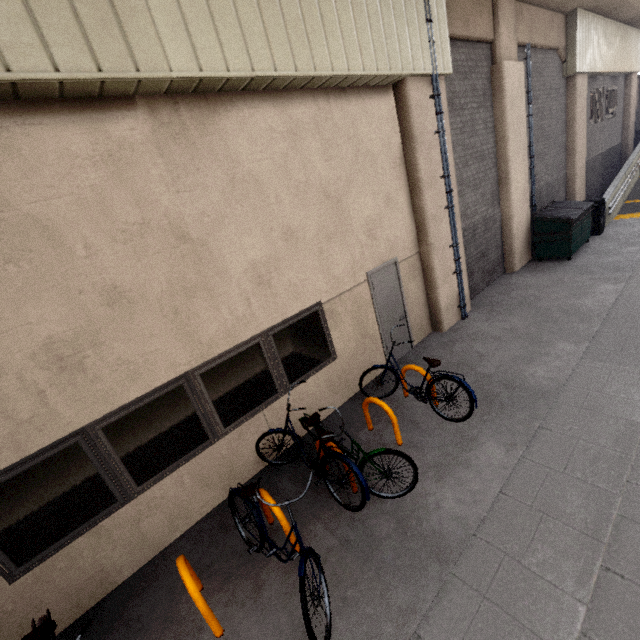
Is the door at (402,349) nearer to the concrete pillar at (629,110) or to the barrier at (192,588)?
the barrier at (192,588)

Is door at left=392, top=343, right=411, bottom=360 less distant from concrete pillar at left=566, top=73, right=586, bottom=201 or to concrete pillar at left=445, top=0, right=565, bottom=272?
concrete pillar at left=445, top=0, right=565, bottom=272

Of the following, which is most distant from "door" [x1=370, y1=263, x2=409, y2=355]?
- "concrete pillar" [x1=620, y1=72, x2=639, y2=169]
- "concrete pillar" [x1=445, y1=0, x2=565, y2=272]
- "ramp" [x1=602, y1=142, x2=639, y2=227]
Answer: "concrete pillar" [x1=620, y1=72, x2=639, y2=169]

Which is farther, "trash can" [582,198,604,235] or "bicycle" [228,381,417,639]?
"trash can" [582,198,604,235]

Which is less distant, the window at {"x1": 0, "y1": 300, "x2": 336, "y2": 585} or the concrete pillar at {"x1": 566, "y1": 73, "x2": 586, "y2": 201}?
the window at {"x1": 0, "y1": 300, "x2": 336, "y2": 585}

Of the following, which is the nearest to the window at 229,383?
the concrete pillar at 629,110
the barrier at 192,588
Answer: the barrier at 192,588

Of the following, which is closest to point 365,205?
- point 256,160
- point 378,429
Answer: point 256,160

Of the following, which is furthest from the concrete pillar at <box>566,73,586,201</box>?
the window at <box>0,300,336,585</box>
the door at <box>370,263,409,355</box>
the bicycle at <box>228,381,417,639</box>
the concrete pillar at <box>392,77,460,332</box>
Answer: the bicycle at <box>228,381,417,639</box>
